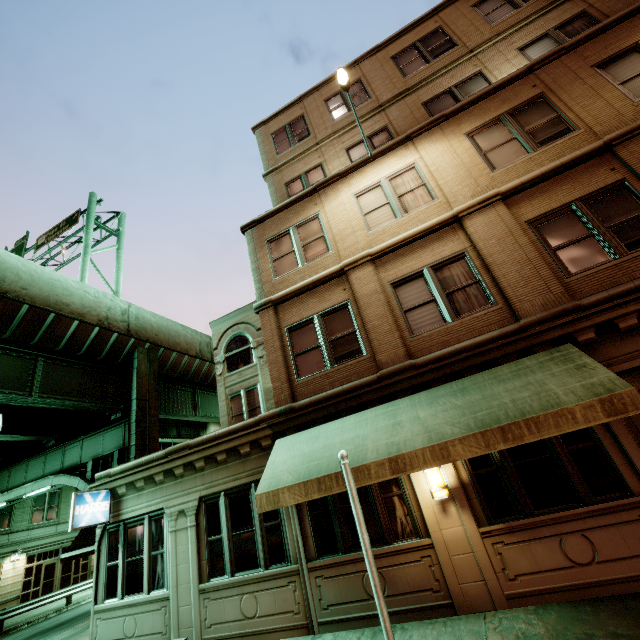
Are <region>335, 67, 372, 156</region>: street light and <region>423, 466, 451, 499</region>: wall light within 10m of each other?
yes

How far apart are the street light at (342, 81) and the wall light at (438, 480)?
9.1 meters

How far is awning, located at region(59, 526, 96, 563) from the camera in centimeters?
1014cm

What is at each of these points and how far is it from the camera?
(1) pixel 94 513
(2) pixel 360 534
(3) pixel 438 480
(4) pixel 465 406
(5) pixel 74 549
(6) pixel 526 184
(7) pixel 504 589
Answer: (1) sign, 9.63m
(2) sign, 4.79m
(3) wall light, 6.71m
(4) awning, 6.23m
(5) awning, 10.62m
(6) building, 8.09m
(7) building, 5.83m

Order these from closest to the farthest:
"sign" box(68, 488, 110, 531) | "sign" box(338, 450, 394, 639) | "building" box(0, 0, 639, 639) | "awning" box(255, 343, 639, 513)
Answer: "sign" box(338, 450, 394, 639) < "awning" box(255, 343, 639, 513) < "building" box(0, 0, 639, 639) < "sign" box(68, 488, 110, 531)

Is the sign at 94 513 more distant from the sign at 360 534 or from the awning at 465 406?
the sign at 360 534

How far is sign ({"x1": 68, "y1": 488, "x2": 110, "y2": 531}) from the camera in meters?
9.2 m

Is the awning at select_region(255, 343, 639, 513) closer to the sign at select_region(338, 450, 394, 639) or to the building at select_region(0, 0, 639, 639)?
the building at select_region(0, 0, 639, 639)
